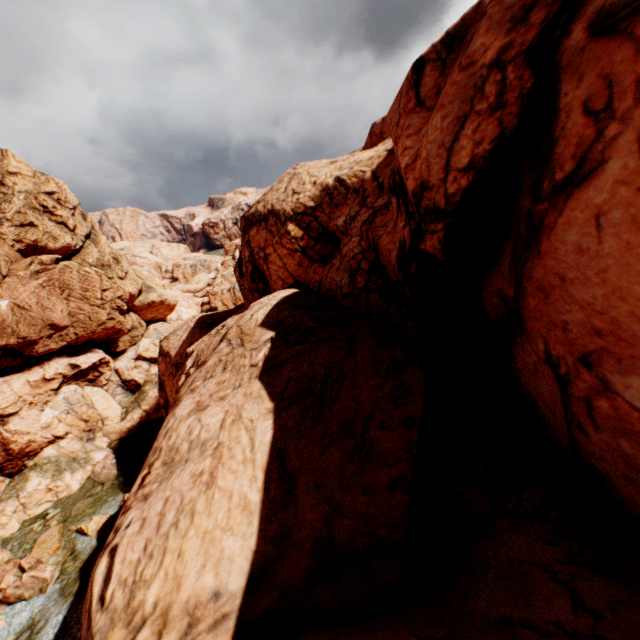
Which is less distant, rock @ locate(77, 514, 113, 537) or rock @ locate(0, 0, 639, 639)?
rock @ locate(0, 0, 639, 639)

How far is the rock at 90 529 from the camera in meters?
24.9

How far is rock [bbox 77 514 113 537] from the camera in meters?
24.9 m

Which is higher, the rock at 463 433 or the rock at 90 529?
the rock at 463 433

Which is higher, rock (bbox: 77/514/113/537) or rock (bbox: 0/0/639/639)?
rock (bbox: 0/0/639/639)

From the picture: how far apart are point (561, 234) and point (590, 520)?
5.5 meters
